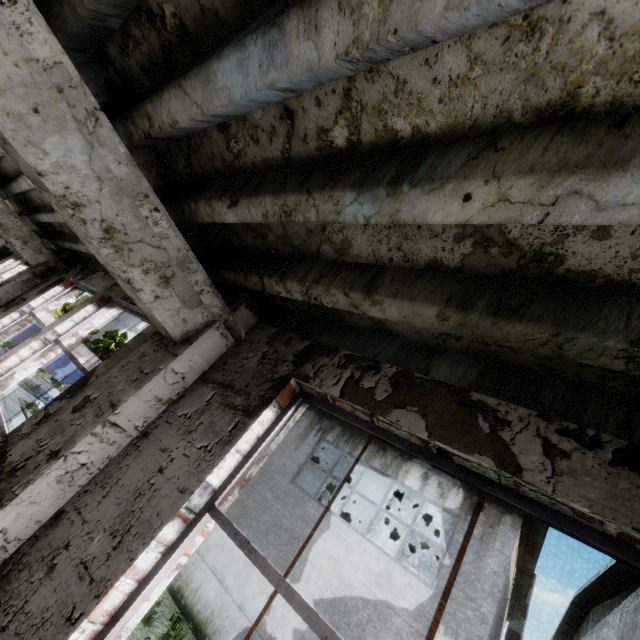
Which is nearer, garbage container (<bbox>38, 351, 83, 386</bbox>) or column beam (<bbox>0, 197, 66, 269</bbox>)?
column beam (<bbox>0, 197, 66, 269</bbox>)

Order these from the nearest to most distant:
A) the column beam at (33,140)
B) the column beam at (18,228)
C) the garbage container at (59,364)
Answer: the column beam at (33,140) → the column beam at (18,228) → the garbage container at (59,364)

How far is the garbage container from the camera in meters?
27.8 m

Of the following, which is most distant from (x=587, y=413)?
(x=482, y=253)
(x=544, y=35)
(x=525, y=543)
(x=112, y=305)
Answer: (x=525, y=543)

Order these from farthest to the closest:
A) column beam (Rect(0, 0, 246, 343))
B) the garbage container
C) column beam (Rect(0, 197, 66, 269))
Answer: the garbage container < column beam (Rect(0, 197, 66, 269)) < column beam (Rect(0, 0, 246, 343))

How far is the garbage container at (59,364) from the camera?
27.8m

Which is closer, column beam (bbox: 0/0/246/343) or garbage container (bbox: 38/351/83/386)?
column beam (bbox: 0/0/246/343)

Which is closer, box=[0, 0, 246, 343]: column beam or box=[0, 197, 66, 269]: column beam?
box=[0, 0, 246, 343]: column beam
